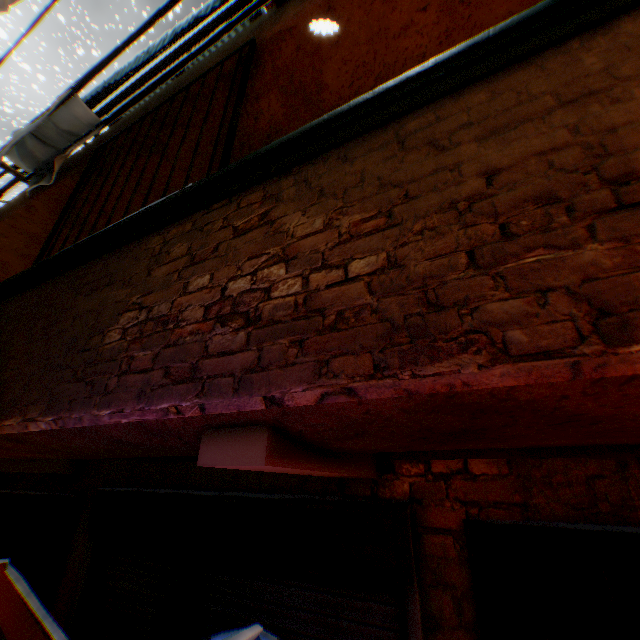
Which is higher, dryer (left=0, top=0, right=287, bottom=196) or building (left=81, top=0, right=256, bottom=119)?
building (left=81, top=0, right=256, bottom=119)

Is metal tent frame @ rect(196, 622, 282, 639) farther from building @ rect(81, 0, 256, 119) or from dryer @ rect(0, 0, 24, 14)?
dryer @ rect(0, 0, 24, 14)

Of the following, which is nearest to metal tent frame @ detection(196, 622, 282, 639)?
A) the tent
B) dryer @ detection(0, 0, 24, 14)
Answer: the tent

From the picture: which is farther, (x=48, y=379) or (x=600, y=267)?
(x=48, y=379)

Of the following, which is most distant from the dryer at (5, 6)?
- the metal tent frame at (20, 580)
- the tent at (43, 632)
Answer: the metal tent frame at (20, 580)

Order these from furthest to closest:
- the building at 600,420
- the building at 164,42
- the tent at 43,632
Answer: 1. the building at 164,42
2. the tent at 43,632
3. the building at 600,420

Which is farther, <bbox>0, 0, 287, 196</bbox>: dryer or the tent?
<bbox>0, 0, 287, 196</bbox>: dryer

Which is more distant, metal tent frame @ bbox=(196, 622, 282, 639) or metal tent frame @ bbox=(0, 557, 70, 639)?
metal tent frame @ bbox=(0, 557, 70, 639)
